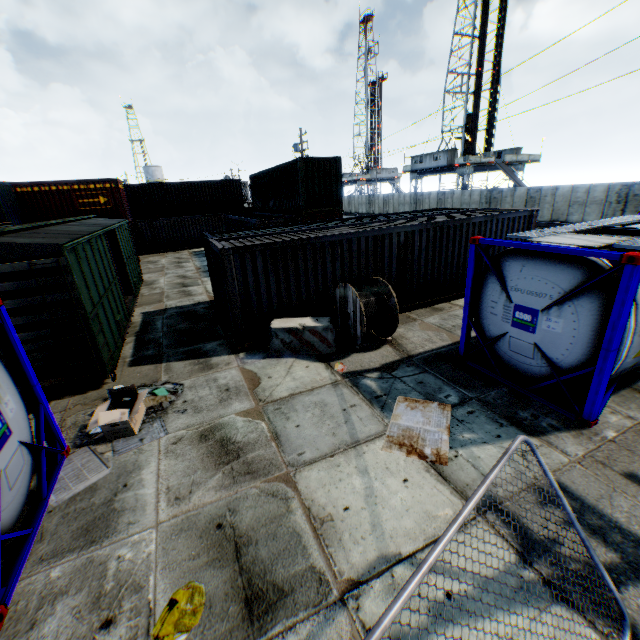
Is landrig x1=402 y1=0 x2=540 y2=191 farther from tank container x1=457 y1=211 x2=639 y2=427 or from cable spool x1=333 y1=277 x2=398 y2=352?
cable spool x1=333 y1=277 x2=398 y2=352

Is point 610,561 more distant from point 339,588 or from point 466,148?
point 466,148

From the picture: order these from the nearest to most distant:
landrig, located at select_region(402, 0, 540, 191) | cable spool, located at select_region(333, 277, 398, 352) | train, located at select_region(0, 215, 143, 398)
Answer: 1. train, located at select_region(0, 215, 143, 398)
2. cable spool, located at select_region(333, 277, 398, 352)
3. landrig, located at select_region(402, 0, 540, 191)

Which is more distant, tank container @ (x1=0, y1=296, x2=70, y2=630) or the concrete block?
the concrete block

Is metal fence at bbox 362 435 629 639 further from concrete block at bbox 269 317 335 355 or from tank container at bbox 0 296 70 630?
concrete block at bbox 269 317 335 355

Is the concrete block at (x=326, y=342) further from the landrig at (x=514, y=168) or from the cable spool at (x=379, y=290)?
the landrig at (x=514, y=168)

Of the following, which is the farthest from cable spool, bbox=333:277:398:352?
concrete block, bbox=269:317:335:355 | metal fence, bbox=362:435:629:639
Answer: metal fence, bbox=362:435:629:639

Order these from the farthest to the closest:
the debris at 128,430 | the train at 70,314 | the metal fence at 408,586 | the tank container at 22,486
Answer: the train at 70,314
the debris at 128,430
the tank container at 22,486
the metal fence at 408,586
